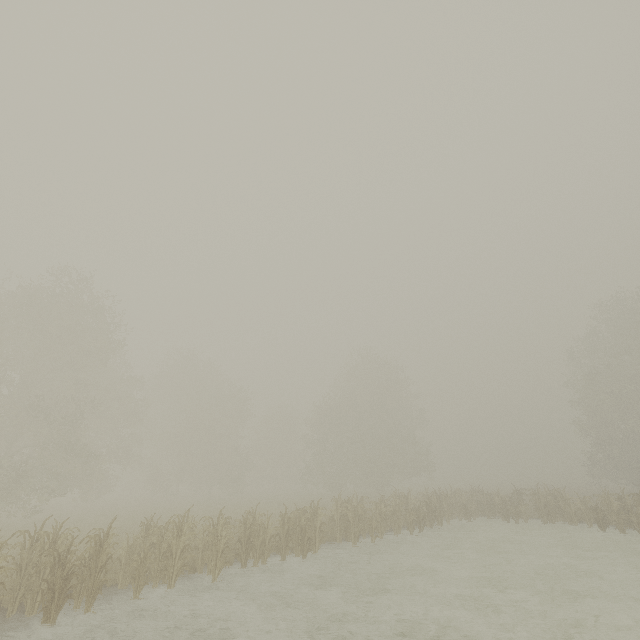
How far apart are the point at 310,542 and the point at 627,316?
34.01m
